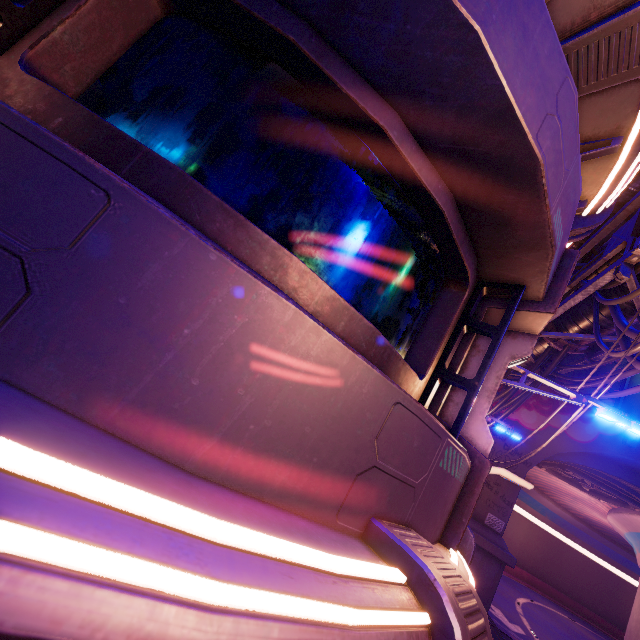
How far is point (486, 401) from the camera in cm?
330

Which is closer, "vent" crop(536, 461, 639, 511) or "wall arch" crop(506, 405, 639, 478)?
"wall arch" crop(506, 405, 639, 478)

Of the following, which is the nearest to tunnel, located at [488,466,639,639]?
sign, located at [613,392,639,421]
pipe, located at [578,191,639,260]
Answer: sign, located at [613,392,639,421]

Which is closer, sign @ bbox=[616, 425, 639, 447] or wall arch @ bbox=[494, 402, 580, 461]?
sign @ bbox=[616, 425, 639, 447]

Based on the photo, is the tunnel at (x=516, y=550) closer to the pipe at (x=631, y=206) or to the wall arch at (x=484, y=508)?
the wall arch at (x=484, y=508)

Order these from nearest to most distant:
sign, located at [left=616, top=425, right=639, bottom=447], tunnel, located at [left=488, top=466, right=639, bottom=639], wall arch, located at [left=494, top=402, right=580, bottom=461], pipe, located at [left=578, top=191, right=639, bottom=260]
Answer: pipe, located at [left=578, top=191, right=639, bottom=260] < sign, located at [left=616, top=425, right=639, bottom=447] < wall arch, located at [left=494, top=402, right=580, bottom=461] < tunnel, located at [left=488, top=466, right=639, bottom=639]

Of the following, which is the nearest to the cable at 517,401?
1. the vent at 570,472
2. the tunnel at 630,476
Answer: the tunnel at 630,476

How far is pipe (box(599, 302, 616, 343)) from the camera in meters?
8.2
